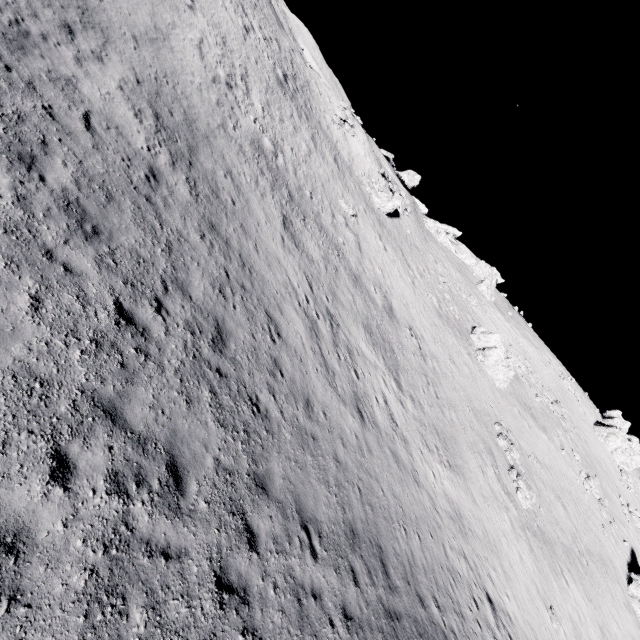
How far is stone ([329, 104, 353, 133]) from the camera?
36.5m

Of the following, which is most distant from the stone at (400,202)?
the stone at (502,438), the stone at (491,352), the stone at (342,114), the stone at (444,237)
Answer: the stone at (502,438)

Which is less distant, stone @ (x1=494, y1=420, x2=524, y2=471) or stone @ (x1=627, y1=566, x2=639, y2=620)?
stone @ (x1=494, y1=420, x2=524, y2=471)

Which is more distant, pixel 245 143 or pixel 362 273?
pixel 362 273

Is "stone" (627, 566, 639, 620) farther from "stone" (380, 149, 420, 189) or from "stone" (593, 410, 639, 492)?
"stone" (380, 149, 420, 189)

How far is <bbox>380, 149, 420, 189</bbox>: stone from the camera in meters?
53.5

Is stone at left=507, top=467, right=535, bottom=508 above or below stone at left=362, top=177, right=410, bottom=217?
below

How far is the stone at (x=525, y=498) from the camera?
23.88m
